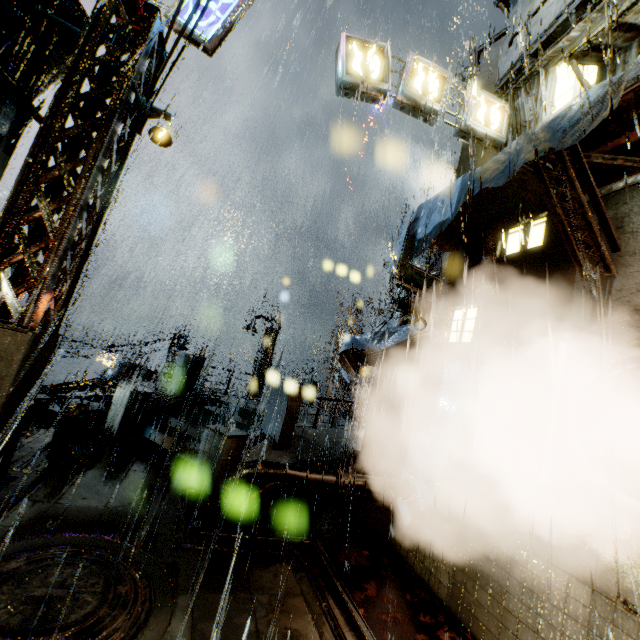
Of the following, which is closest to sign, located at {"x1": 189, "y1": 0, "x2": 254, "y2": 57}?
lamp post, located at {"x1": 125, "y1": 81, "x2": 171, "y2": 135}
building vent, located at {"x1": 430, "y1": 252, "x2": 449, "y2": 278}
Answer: lamp post, located at {"x1": 125, "y1": 81, "x2": 171, "y2": 135}

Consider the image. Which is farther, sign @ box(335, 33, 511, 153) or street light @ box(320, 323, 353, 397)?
street light @ box(320, 323, 353, 397)

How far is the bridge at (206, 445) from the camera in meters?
8.2 m

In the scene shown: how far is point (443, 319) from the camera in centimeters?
933cm

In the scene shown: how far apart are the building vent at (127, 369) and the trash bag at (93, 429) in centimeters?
1563cm

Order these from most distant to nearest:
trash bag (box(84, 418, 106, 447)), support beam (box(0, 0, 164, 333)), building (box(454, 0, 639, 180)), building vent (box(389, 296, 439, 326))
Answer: building vent (box(389, 296, 439, 326))
trash bag (box(84, 418, 106, 447))
building (box(454, 0, 639, 180))
support beam (box(0, 0, 164, 333))

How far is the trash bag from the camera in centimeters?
852cm

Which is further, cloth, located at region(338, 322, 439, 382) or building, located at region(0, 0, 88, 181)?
cloth, located at region(338, 322, 439, 382)
